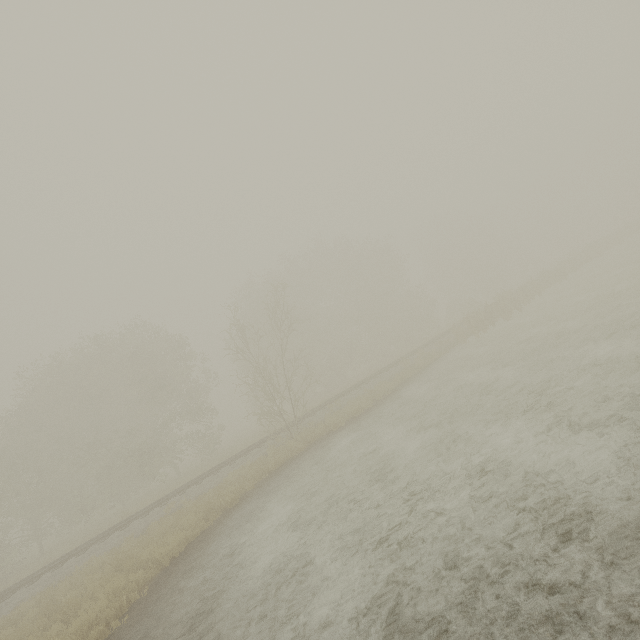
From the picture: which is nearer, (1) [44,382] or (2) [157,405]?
(1) [44,382]
